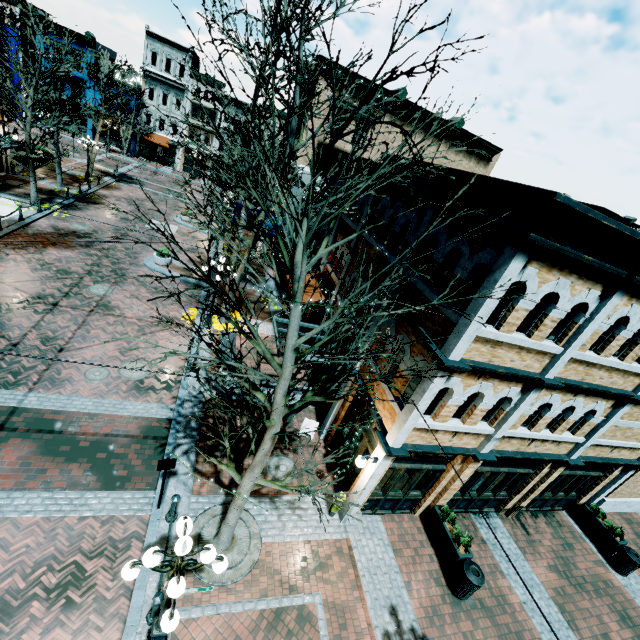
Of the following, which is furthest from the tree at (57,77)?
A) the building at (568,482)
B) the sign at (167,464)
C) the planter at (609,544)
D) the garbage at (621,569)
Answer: the garbage at (621,569)

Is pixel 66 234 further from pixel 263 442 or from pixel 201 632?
pixel 201 632

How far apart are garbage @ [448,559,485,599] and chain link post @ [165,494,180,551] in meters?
7.7

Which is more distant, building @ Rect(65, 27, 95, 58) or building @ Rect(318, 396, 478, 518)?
building @ Rect(65, 27, 95, 58)

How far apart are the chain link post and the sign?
0.26m

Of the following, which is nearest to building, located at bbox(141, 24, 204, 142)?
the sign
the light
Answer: the sign

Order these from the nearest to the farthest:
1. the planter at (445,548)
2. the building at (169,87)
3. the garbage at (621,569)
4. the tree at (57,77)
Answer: the planter at (445,548) → the garbage at (621,569) → the tree at (57,77) → the building at (169,87)

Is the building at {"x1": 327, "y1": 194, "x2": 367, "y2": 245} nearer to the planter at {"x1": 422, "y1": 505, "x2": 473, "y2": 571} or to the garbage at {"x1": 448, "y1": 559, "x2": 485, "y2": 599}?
the planter at {"x1": 422, "y1": 505, "x2": 473, "y2": 571}
